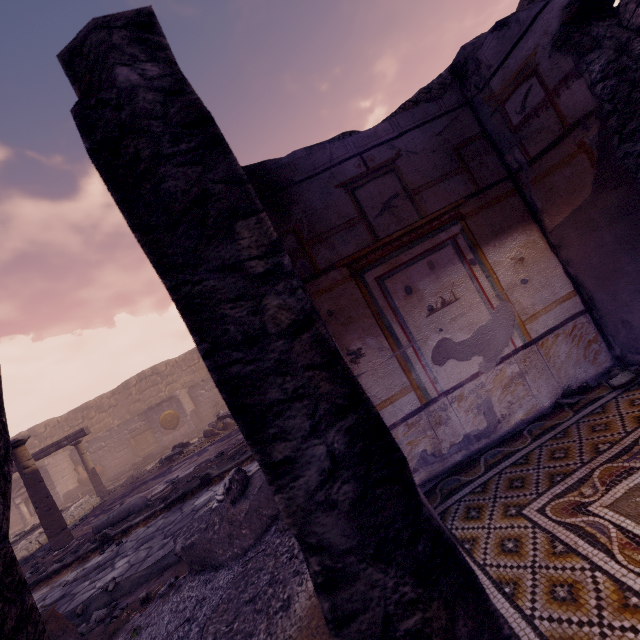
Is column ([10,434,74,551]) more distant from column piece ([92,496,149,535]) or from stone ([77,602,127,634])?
stone ([77,602,127,634])

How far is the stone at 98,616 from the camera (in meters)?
2.86

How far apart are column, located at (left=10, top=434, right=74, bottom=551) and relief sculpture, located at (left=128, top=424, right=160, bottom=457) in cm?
1263

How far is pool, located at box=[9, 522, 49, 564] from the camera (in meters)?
7.95

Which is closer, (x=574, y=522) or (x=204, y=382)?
(x=574, y=522)

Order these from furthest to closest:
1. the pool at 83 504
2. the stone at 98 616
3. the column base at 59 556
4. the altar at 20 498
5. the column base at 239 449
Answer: the altar at 20 498 → the pool at 83 504 → the column base at 239 449 → the column base at 59 556 → the stone at 98 616

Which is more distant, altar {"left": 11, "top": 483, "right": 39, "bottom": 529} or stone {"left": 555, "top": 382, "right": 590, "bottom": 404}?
altar {"left": 11, "top": 483, "right": 39, "bottom": 529}

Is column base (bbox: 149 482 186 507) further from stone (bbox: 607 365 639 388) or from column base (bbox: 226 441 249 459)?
stone (bbox: 607 365 639 388)
